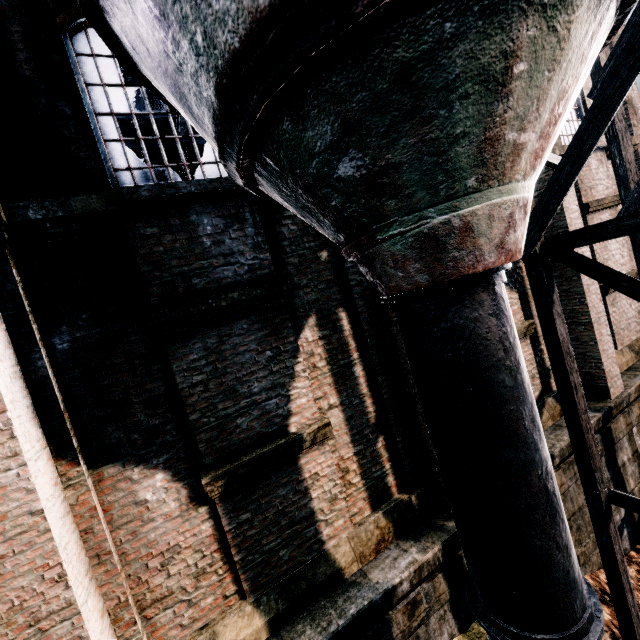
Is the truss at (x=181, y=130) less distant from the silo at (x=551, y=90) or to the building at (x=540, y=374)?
the building at (x=540, y=374)

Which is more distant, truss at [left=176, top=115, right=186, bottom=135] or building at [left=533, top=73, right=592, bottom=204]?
truss at [left=176, top=115, right=186, bottom=135]

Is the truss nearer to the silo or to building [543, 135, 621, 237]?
building [543, 135, 621, 237]

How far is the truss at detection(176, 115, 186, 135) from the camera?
16.90m

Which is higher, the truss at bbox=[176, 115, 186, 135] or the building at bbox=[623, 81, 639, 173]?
the truss at bbox=[176, 115, 186, 135]

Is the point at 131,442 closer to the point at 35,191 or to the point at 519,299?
the point at 35,191

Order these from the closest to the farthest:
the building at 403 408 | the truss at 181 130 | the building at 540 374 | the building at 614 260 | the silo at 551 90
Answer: the silo at 551 90
the building at 403 408
the building at 540 374
the building at 614 260
the truss at 181 130

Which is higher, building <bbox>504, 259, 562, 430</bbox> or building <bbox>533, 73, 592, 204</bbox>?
building <bbox>533, 73, 592, 204</bbox>
